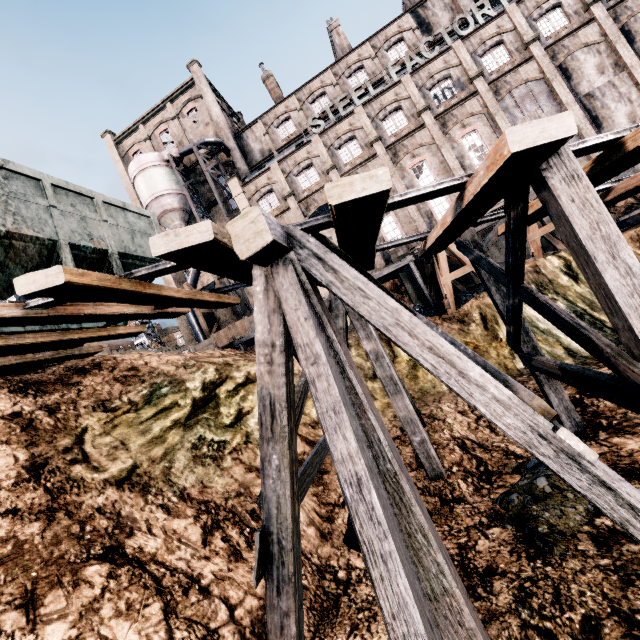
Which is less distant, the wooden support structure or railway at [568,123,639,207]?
the wooden support structure

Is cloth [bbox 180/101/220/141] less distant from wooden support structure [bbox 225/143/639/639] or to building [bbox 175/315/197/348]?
building [bbox 175/315/197/348]

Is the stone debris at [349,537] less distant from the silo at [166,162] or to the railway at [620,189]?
the railway at [620,189]

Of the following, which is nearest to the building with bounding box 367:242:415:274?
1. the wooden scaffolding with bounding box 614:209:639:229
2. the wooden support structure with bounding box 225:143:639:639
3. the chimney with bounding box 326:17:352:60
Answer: the chimney with bounding box 326:17:352:60

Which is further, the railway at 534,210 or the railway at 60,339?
the railway at 60,339

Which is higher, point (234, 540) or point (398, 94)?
point (398, 94)

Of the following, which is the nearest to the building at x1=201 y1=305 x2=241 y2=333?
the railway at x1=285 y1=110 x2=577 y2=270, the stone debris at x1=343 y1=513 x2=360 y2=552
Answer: the railway at x1=285 y1=110 x2=577 y2=270

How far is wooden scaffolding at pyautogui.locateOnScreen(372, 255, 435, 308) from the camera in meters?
20.0
